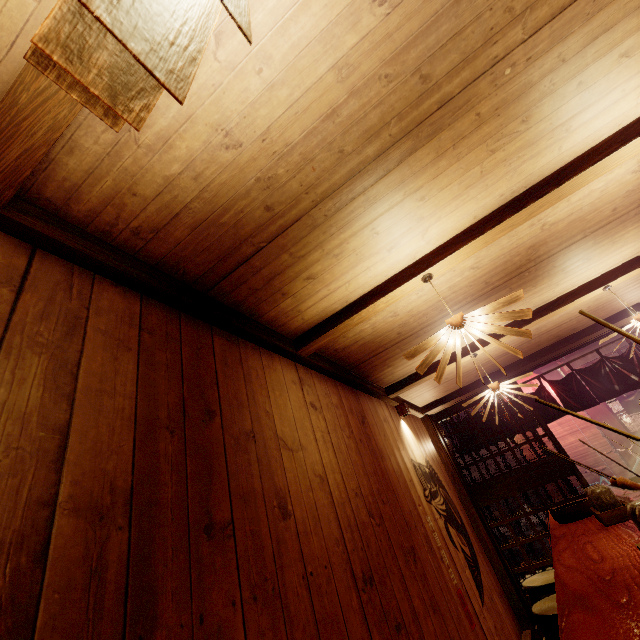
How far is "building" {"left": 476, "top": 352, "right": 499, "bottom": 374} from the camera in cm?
778

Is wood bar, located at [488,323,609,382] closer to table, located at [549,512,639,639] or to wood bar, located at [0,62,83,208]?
table, located at [549,512,639,639]

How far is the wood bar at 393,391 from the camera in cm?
711

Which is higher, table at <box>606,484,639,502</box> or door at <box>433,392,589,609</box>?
door at <box>433,392,589,609</box>

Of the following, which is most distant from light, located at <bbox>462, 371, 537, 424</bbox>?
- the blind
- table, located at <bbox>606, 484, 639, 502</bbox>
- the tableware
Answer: the blind

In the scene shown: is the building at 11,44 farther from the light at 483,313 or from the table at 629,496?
the table at 629,496

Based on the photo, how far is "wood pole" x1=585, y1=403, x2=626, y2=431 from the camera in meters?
14.4 m

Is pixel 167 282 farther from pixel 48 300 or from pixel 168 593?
pixel 168 593
